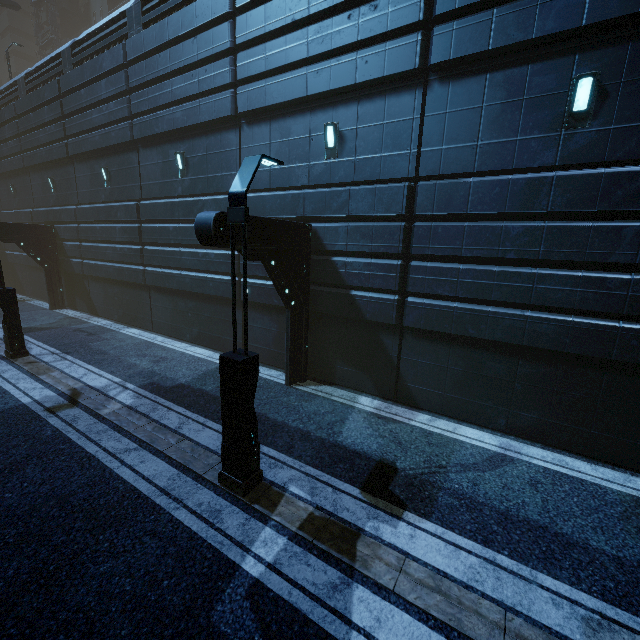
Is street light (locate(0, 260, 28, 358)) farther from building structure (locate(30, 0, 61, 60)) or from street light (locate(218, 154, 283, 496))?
building structure (locate(30, 0, 61, 60))

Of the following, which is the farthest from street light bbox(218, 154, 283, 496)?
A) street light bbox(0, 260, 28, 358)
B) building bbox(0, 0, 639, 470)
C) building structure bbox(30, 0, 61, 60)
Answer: building structure bbox(30, 0, 61, 60)

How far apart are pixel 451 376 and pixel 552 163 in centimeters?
512cm

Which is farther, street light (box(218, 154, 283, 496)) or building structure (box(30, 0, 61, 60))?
building structure (box(30, 0, 61, 60))

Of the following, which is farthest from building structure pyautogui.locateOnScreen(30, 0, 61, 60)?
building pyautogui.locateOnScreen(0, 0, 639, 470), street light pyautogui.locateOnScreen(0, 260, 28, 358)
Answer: street light pyautogui.locateOnScreen(0, 260, 28, 358)

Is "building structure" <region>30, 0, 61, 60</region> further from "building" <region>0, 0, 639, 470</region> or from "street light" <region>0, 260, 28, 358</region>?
"street light" <region>0, 260, 28, 358</region>

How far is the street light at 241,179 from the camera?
4.8m

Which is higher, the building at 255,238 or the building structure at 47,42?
the building structure at 47,42
